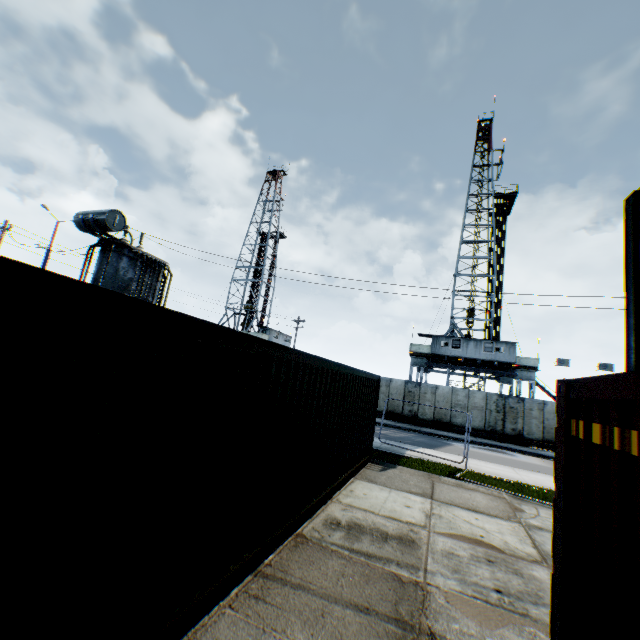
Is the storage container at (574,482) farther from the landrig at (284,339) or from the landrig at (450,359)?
the landrig at (284,339)

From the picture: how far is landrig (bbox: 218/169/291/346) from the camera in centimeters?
4751cm

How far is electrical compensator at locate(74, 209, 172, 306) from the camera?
11.60m

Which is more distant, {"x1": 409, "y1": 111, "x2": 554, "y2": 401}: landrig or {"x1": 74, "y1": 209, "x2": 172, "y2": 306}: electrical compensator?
{"x1": 409, "y1": 111, "x2": 554, "y2": 401}: landrig

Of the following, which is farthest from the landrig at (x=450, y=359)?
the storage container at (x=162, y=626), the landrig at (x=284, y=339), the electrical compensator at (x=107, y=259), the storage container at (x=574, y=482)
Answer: the storage container at (x=574, y=482)

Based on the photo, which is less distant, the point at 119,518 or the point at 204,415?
the point at 119,518

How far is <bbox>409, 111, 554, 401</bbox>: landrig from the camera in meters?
28.3 m

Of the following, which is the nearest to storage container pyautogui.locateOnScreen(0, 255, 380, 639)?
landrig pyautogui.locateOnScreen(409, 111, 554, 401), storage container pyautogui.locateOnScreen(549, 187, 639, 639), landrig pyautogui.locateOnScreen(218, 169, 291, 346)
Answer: storage container pyautogui.locateOnScreen(549, 187, 639, 639)
